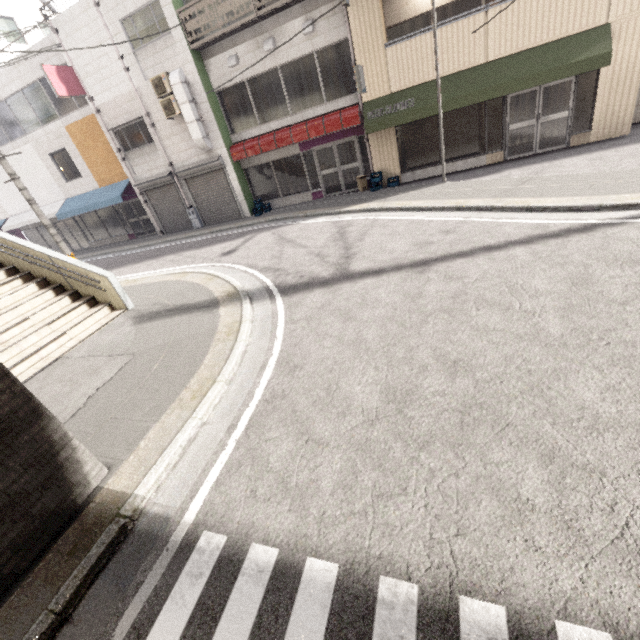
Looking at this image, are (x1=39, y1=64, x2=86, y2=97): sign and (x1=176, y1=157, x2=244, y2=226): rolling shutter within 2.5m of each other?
no

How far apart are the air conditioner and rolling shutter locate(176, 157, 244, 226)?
1.97m

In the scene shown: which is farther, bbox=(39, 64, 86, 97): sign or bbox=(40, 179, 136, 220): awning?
bbox=(40, 179, 136, 220): awning

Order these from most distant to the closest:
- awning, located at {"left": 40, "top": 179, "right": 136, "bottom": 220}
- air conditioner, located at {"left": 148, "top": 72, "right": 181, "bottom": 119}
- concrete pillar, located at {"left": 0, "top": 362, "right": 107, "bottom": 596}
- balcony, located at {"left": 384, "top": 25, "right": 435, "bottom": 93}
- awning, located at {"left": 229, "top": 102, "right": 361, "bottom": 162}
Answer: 1. awning, located at {"left": 40, "top": 179, "right": 136, "bottom": 220}
2. air conditioner, located at {"left": 148, "top": 72, "right": 181, "bottom": 119}
3. awning, located at {"left": 229, "top": 102, "right": 361, "bottom": 162}
4. balcony, located at {"left": 384, "top": 25, "right": 435, "bottom": 93}
5. concrete pillar, located at {"left": 0, "top": 362, "right": 107, "bottom": 596}

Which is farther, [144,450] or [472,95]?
[472,95]

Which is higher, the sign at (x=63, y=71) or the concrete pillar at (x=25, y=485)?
the sign at (x=63, y=71)

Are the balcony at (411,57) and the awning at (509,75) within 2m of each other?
yes

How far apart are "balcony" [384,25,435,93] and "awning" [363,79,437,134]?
0.01m
